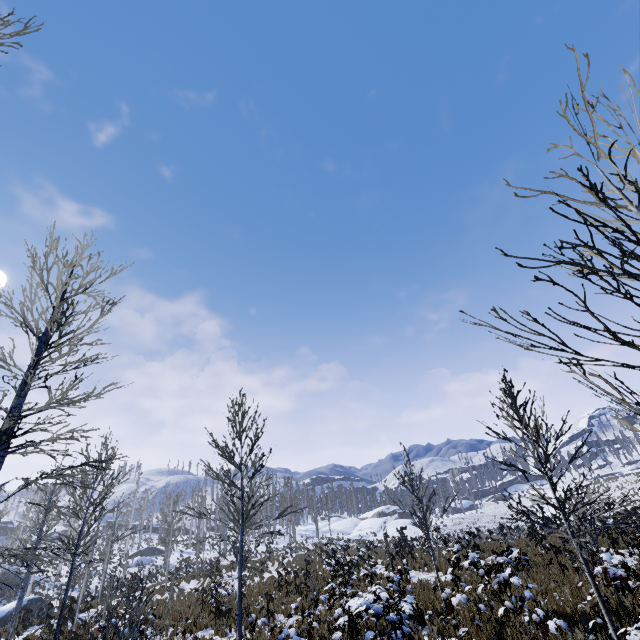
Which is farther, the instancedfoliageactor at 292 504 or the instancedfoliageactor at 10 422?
the instancedfoliageactor at 292 504

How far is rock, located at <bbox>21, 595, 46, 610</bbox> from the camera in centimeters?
2542cm

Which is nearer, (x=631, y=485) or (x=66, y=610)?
(x=66, y=610)

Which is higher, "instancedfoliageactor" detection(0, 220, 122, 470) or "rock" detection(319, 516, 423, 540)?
"instancedfoliageactor" detection(0, 220, 122, 470)

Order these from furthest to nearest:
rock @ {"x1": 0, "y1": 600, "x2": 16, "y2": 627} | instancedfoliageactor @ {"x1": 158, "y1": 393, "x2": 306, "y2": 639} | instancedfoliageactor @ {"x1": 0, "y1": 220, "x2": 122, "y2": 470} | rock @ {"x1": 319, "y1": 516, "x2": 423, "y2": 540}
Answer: rock @ {"x1": 319, "y1": 516, "x2": 423, "y2": 540} → rock @ {"x1": 0, "y1": 600, "x2": 16, "y2": 627} → instancedfoliageactor @ {"x1": 158, "y1": 393, "x2": 306, "y2": 639} → instancedfoliageactor @ {"x1": 0, "y1": 220, "x2": 122, "y2": 470}

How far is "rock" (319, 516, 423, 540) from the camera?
49.44m

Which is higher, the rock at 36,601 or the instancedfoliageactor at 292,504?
the instancedfoliageactor at 292,504

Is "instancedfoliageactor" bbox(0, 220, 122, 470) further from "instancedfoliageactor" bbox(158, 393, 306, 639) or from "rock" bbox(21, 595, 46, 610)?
"rock" bbox(21, 595, 46, 610)
